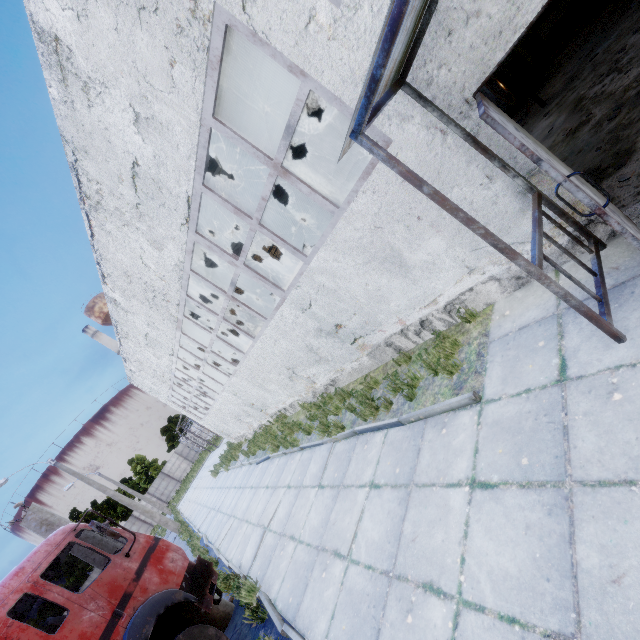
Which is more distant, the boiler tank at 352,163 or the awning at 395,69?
the boiler tank at 352,163

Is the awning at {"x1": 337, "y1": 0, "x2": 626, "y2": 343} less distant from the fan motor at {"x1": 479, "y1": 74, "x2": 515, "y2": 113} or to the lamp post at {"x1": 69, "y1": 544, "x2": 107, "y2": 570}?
the fan motor at {"x1": 479, "y1": 74, "x2": 515, "y2": 113}

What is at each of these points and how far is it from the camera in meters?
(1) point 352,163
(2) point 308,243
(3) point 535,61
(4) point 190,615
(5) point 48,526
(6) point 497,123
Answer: (1) boiler tank, 13.2 m
(2) boiler tank, 20.8 m
(3) boiler box, 9.6 m
(4) truck, 5.3 m
(5) lamp post, 6.4 m
(6) door, 2.4 m

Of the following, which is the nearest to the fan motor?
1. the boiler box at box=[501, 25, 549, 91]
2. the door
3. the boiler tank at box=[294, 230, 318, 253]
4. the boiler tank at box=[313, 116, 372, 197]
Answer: the boiler box at box=[501, 25, 549, 91]

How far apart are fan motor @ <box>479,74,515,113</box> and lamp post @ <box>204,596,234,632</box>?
13.1 meters

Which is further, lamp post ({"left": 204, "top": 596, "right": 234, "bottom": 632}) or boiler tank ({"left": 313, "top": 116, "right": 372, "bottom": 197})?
boiler tank ({"left": 313, "top": 116, "right": 372, "bottom": 197})

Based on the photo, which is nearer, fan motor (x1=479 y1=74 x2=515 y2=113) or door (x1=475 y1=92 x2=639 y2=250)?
door (x1=475 y1=92 x2=639 y2=250)

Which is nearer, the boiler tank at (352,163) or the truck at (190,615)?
the truck at (190,615)
